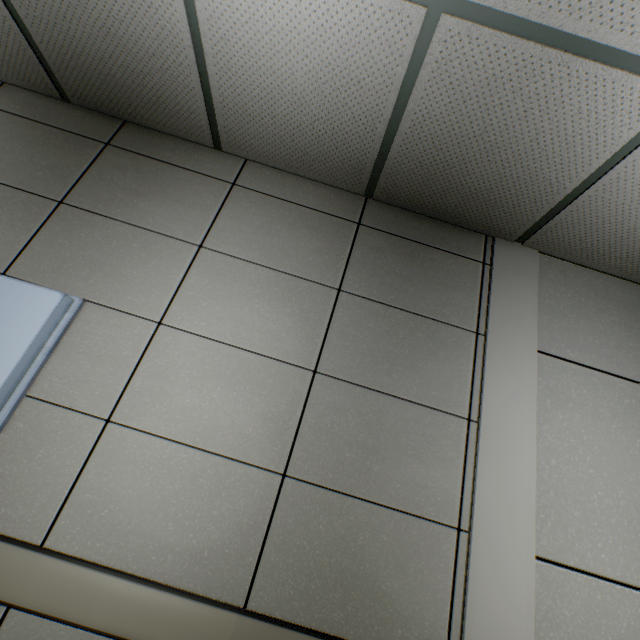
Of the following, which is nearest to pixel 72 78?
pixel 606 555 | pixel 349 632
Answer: pixel 349 632
